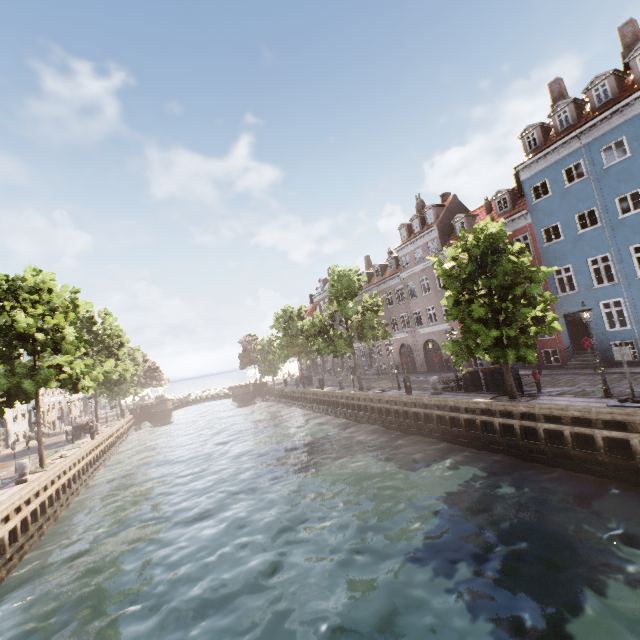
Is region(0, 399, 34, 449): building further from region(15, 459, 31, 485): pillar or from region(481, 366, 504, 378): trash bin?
region(15, 459, 31, 485): pillar

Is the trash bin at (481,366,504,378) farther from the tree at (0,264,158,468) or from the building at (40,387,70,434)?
the building at (40,387,70,434)

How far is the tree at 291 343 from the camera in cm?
2631

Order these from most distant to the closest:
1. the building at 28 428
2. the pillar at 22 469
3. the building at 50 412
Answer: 1. the building at 50 412
2. the building at 28 428
3. the pillar at 22 469

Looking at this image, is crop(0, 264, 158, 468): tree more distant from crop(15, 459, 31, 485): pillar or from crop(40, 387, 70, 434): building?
crop(40, 387, 70, 434): building

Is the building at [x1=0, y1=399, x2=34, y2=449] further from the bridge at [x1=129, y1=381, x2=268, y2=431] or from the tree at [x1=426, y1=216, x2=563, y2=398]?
the bridge at [x1=129, y1=381, x2=268, y2=431]

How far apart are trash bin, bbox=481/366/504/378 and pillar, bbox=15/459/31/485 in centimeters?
2457cm

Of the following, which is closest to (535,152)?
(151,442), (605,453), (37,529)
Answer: (605,453)
